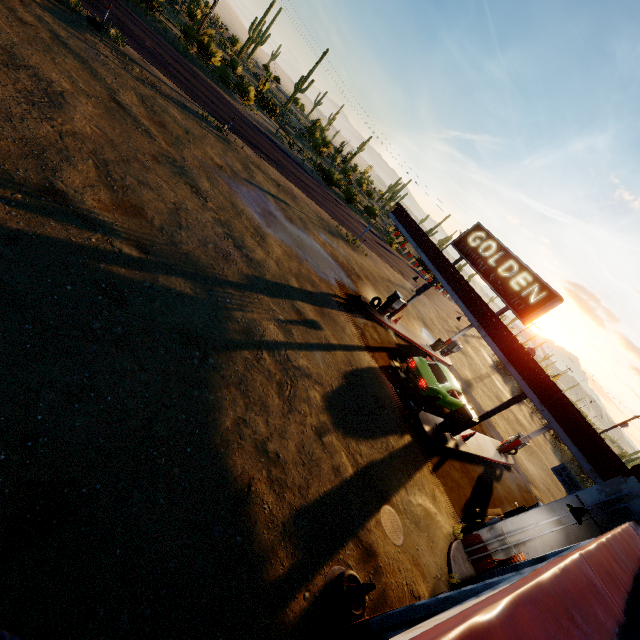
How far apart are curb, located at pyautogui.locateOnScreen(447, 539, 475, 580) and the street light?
3.1m

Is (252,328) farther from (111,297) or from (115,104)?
(115,104)

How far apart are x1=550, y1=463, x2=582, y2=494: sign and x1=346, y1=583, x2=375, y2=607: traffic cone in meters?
6.4

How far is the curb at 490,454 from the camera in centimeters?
1262cm

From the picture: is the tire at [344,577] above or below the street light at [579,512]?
below

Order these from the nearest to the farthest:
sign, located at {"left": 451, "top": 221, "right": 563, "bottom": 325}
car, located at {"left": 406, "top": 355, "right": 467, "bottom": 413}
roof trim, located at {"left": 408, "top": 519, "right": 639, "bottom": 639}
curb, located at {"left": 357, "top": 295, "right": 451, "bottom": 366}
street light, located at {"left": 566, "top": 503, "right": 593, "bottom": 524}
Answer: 1. roof trim, located at {"left": 408, "top": 519, "right": 639, "bottom": 639}
2. street light, located at {"left": 566, "top": 503, "right": 593, "bottom": 524}
3. sign, located at {"left": 451, "top": 221, "right": 563, "bottom": 325}
4. car, located at {"left": 406, "top": 355, "right": 467, "bottom": 413}
5. curb, located at {"left": 357, "top": 295, "right": 451, "bottom": 366}

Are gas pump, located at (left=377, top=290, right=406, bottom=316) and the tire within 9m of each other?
no

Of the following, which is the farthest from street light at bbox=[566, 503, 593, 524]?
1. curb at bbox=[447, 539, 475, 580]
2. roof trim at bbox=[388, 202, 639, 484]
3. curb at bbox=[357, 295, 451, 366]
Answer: curb at bbox=[357, 295, 451, 366]
